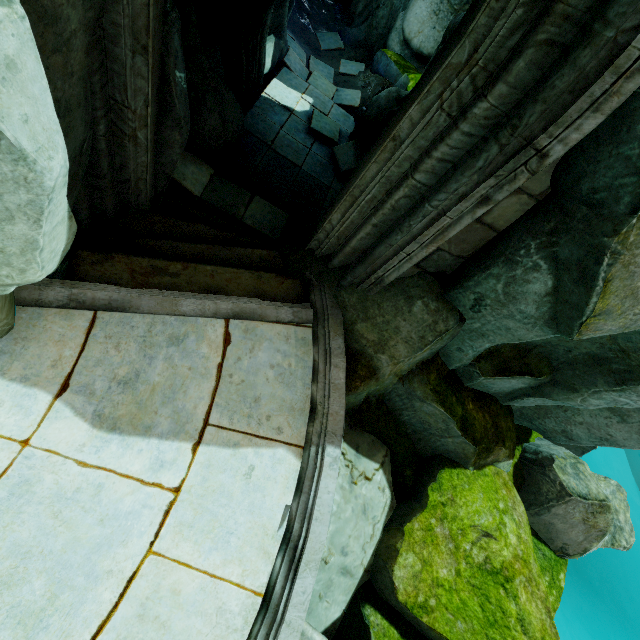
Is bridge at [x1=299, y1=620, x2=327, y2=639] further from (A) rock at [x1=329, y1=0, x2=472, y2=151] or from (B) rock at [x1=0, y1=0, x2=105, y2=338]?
(B) rock at [x1=0, y1=0, x2=105, y2=338]

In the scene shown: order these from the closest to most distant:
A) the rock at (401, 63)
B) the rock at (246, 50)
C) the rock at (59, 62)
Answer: the rock at (59, 62) < the rock at (246, 50) < the rock at (401, 63)

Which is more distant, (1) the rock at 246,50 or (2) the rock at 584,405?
(1) the rock at 246,50

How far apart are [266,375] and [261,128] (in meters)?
5.95

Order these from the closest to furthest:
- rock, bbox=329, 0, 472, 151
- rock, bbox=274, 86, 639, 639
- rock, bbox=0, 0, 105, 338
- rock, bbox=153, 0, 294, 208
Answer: rock, bbox=0, 0, 105, 338
rock, bbox=274, 86, 639, 639
rock, bbox=153, 0, 294, 208
rock, bbox=329, 0, 472, 151

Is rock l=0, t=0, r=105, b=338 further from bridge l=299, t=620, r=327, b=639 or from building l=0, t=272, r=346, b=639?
bridge l=299, t=620, r=327, b=639

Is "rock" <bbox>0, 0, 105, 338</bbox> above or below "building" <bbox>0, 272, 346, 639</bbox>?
above

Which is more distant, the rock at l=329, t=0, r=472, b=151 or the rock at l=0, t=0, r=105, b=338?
the rock at l=329, t=0, r=472, b=151
